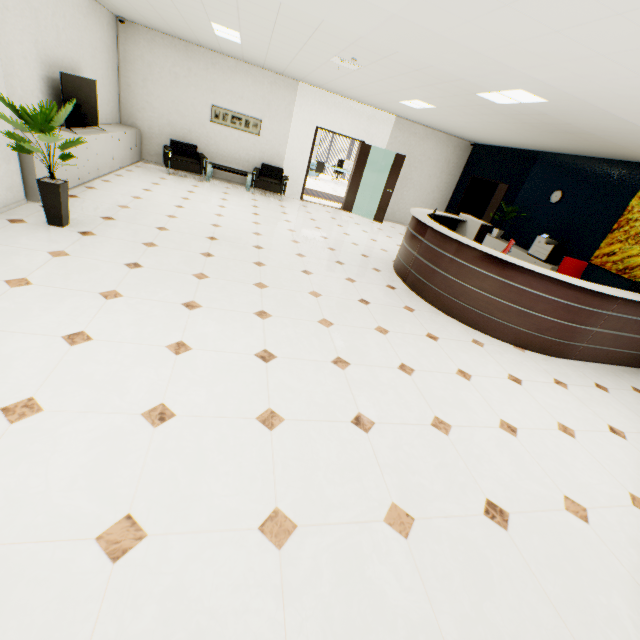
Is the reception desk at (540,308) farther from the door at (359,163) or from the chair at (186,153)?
the chair at (186,153)

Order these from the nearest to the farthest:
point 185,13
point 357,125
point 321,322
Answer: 1. point 321,322
2. point 185,13
3. point 357,125

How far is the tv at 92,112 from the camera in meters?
5.4

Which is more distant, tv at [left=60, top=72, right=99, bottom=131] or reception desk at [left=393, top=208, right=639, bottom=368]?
tv at [left=60, top=72, right=99, bottom=131]

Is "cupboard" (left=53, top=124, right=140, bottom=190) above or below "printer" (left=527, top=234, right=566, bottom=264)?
below

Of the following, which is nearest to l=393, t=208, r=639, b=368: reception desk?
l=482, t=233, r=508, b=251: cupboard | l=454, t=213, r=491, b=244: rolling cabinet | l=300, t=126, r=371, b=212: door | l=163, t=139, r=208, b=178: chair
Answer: l=454, t=213, r=491, b=244: rolling cabinet

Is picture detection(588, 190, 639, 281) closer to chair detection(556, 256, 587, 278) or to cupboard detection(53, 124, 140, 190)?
chair detection(556, 256, 587, 278)

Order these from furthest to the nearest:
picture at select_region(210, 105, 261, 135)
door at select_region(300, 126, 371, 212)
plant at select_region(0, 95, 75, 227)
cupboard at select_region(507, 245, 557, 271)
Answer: door at select_region(300, 126, 371, 212), picture at select_region(210, 105, 261, 135), cupboard at select_region(507, 245, 557, 271), plant at select_region(0, 95, 75, 227)
